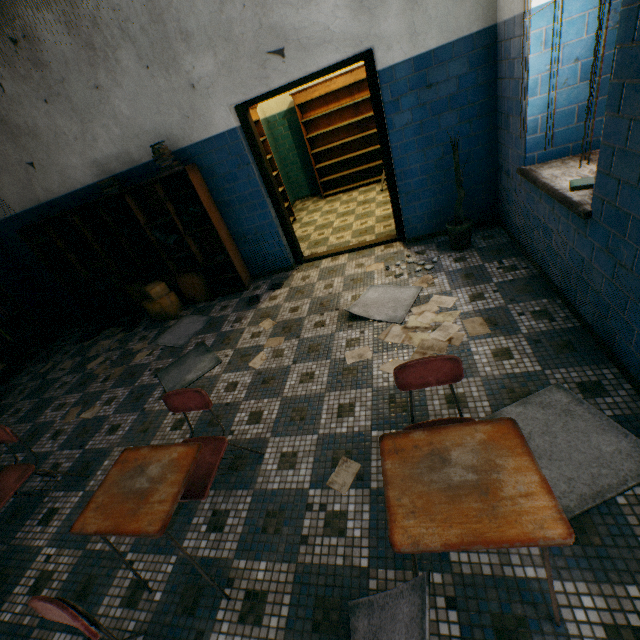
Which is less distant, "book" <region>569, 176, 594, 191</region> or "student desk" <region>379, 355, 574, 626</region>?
"student desk" <region>379, 355, 574, 626</region>

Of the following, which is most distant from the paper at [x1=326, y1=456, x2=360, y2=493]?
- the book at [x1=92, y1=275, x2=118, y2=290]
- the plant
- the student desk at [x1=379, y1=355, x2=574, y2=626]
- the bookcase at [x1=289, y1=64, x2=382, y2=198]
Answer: the bookcase at [x1=289, y1=64, x2=382, y2=198]

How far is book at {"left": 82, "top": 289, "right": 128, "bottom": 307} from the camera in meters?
5.3 m

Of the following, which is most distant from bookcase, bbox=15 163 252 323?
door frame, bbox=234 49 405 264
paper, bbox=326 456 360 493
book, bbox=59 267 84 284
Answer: paper, bbox=326 456 360 493

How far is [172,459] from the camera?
1.7 meters

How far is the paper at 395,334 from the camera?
2.71m

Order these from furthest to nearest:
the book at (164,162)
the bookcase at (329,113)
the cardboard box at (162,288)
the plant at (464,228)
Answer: the bookcase at (329,113) < the cardboard box at (162,288) < the book at (164,162) < the plant at (464,228)

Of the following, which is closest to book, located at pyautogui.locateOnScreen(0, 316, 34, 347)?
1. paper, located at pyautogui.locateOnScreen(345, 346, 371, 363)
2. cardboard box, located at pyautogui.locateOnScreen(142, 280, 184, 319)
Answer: cardboard box, located at pyautogui.locateOnScreen(142, 280, 184, 319)
